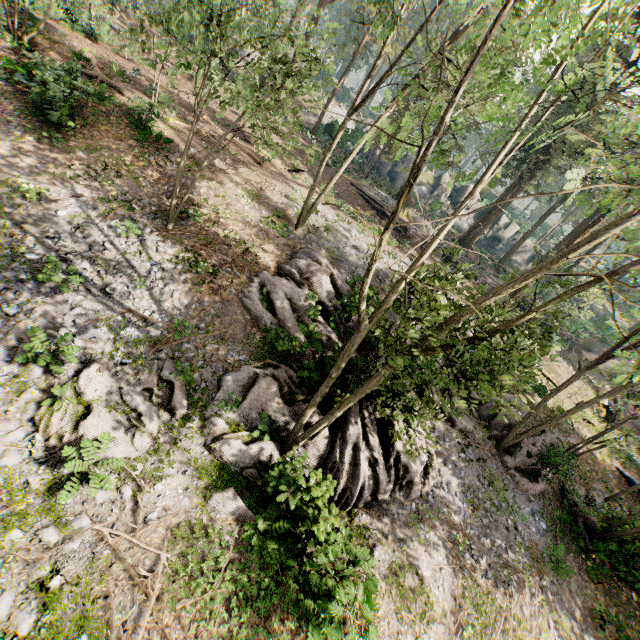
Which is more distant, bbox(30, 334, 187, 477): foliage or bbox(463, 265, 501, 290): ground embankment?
bbox(463, 265, 501, 290): ground embankment

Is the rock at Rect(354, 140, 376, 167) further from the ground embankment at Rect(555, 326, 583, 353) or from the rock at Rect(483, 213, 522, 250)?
the ground embankment at Rect(555, 326, 583, 353)

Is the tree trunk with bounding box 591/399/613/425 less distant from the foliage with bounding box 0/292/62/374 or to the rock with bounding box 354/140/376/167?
the foliage with bounding box 0/292/62/374

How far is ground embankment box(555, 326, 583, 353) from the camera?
33.97m

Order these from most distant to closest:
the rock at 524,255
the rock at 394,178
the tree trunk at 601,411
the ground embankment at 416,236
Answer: the rock at 524,255 < the rock at 394,178 < the ground embankment at 416,236 < the tree trunk at 601,411

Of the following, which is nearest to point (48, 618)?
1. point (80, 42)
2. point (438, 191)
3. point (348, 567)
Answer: point (348, 567)

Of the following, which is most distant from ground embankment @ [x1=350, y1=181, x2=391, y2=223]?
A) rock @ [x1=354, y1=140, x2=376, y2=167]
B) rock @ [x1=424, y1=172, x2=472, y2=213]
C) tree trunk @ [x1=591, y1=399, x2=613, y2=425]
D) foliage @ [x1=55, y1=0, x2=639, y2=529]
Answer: rock @ [x1=354, y1=140, x2=376, y2=167]

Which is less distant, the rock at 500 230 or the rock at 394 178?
the rock at 394 178
